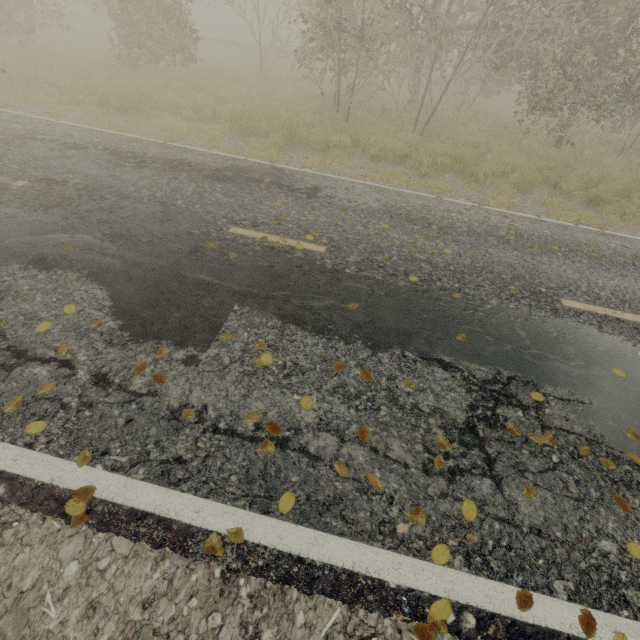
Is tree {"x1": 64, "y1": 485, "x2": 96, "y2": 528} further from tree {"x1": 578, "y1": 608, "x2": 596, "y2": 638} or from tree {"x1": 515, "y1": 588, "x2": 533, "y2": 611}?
tree {"x1": 515, "y1": 588, "x2": 533, "y2": 611}

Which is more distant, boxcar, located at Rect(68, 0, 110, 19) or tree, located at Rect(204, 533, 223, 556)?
boxcar, located at Rect(68, 0, 110, 19)

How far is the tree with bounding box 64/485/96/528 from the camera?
2.2m

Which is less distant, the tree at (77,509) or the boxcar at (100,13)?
the tree at (77,509)

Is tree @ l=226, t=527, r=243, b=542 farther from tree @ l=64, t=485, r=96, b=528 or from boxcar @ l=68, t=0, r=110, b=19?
boxcar @ l=68, t=0, r=110, b=19

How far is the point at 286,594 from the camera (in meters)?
2.08

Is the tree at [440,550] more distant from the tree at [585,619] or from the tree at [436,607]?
the tree at [585,619]

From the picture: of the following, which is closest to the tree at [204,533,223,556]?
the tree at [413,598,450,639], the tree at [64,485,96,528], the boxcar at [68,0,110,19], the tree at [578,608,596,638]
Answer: the tree at [64,485,96,528]
